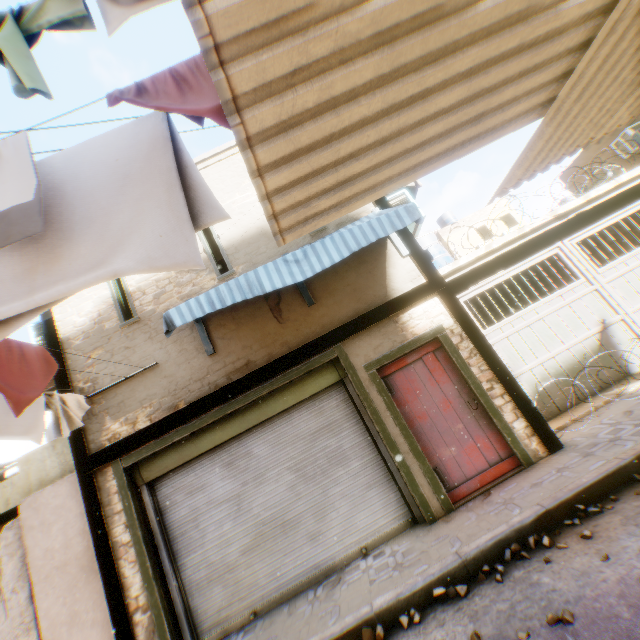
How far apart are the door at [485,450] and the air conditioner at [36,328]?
5.9m

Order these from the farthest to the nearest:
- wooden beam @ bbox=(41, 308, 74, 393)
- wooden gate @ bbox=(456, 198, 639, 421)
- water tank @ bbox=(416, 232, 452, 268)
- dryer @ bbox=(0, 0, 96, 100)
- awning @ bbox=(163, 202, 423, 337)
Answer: water tank @ bbox=(416, 232, 452, 268), wooden gate @ bbox=(456, 198, 639, 421), wooden beam @ bbox=(41, 308, 74, 393), awning @ bbox=(163, 202, 423, 337), dryer @ bbox=(0, 0, 96, 100)

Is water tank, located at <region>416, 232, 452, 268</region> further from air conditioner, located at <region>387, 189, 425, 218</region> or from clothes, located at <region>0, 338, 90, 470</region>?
clothes, located at <region>0, 338, 90, 470</region>

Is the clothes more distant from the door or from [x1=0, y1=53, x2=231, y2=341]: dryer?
the door

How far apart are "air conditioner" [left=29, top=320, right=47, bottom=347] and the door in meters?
5.9 m

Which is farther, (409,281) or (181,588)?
(409,281)

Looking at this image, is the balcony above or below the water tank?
below

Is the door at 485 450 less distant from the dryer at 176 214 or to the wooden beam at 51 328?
the wooden beam at 51 328
